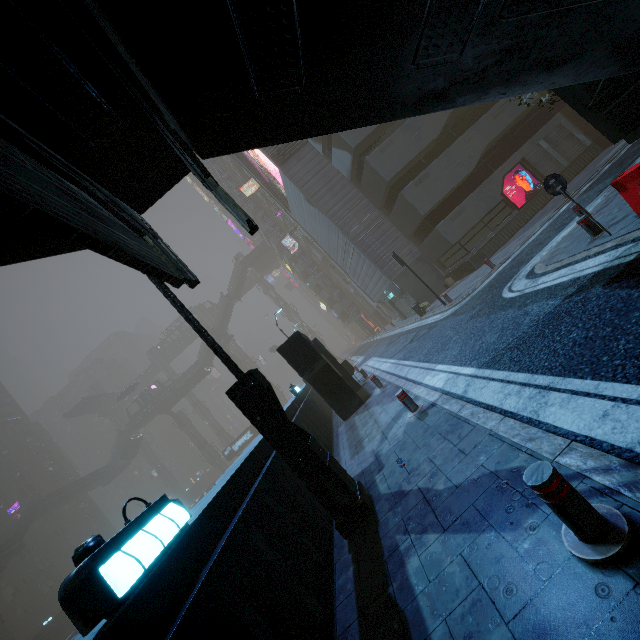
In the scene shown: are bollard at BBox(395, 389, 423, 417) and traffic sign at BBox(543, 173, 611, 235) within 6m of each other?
yes

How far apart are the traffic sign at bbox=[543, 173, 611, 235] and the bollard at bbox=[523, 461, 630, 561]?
6.80m

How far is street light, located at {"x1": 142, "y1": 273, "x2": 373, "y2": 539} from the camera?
5.0m

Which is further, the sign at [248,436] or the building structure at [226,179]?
the sign at [248,436]

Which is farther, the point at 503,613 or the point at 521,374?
the point at 521,374

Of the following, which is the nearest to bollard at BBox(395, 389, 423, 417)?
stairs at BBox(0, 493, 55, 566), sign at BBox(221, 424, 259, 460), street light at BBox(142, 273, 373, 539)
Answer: street light at BBox(142, 273, 373, 539)

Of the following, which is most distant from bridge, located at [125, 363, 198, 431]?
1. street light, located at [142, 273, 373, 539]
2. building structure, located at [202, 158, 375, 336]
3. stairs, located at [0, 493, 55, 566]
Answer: street light, located at [142, 273, 373, 539]

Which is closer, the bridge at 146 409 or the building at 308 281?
the building at 308 281
